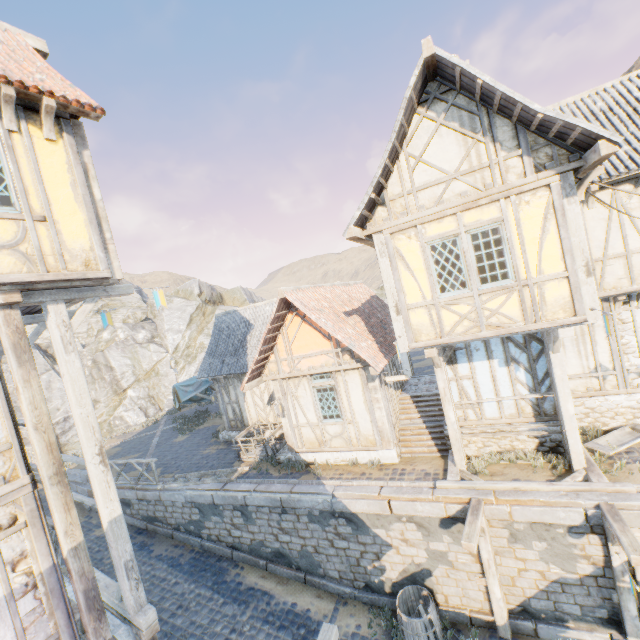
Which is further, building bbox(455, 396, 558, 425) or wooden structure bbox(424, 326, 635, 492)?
building bbox(455, 396, 558, 425)

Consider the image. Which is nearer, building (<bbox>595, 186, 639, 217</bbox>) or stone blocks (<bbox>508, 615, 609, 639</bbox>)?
stone blocks (<bbox>508, 615, 609, 639</bbox>)

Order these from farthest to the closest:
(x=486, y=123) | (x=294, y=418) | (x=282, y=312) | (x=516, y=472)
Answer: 1. (x=294, y=418)
2. (x=282, y=312)
3. (x=516, y=472)
4. (x=486, y=123)

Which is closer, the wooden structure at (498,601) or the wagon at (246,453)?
the wooden structure at (498,601)

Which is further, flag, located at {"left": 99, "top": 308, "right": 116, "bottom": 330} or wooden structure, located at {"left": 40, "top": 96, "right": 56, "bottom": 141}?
flag, located at {"left": 99, "top": 308, "right": 116, "bottom": 330}

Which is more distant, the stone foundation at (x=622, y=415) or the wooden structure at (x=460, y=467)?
the stone foundation at (x=622, y=415)

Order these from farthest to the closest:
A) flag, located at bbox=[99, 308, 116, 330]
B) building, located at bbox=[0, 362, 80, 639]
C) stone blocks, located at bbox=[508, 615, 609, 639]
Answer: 1. flag, located at bbox=[99, 308, 116, 330]
2. stone blocks, located at bbox=[508, 615, 609, 639]
3. building, located at bbox=[0, 362, 80, 639]

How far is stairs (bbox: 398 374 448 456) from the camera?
10.6m
